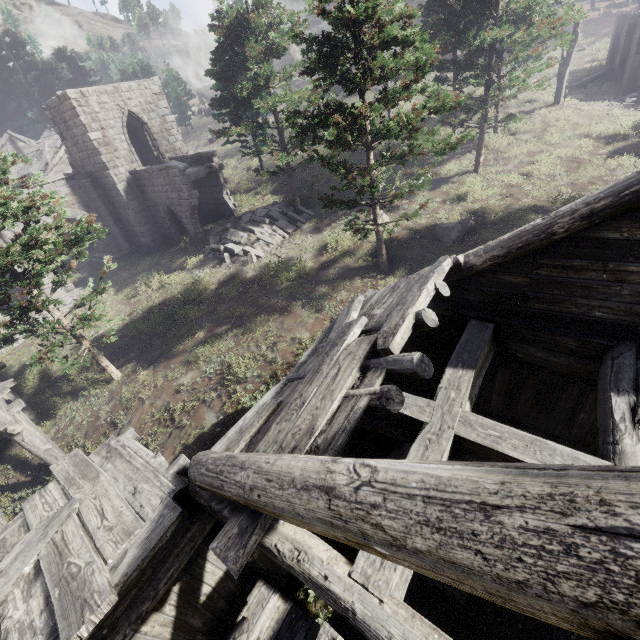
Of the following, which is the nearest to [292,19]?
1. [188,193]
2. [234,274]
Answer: [188,193]

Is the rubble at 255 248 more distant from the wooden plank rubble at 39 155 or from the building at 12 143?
the building at 12 143

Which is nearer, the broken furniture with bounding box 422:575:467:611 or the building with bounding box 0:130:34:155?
the broken furniture with bounding box 422:575:467:611

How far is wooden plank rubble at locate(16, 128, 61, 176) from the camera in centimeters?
2602cm

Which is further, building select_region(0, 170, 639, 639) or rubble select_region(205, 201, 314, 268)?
rubble select_region(205, 201, 314, 268)

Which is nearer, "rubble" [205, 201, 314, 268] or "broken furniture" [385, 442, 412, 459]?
"broken furniture" [385, 442, 412, 459]

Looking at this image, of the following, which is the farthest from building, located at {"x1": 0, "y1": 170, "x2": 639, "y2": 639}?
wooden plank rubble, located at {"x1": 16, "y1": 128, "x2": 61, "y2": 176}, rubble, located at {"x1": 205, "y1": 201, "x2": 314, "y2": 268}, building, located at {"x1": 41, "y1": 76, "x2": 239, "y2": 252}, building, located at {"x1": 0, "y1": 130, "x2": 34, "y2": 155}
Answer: building, located at {"x1": 0, "y1": 130, "x2": 34, "y2": 155}

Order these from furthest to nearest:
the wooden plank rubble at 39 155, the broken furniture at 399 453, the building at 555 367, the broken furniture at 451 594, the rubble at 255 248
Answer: the wooden plank rubble at 39 155, the rubble at 255 248, the broken furniture at 399 453, the broken furniture at 451 594, the building at 555 367
